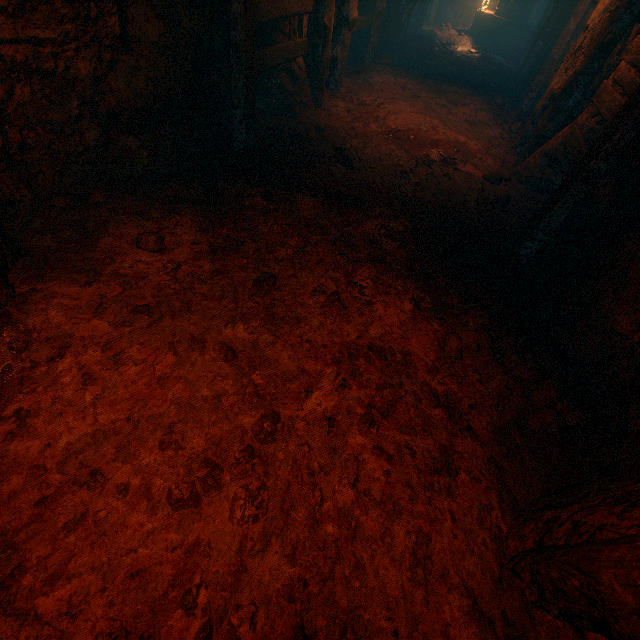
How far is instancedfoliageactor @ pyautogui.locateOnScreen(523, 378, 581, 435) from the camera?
2.62m

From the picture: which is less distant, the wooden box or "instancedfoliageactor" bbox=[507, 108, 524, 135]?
"instancedfoliageactor" bbox=[507, 108, 524, 135]

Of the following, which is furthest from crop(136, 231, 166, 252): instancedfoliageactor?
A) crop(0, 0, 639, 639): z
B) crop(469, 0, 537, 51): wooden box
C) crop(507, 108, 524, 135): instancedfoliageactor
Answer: crop(469, 0, 537, 51): wooden box

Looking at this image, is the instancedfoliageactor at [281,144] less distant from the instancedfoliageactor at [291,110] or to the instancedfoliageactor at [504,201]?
the instancedfoliageactor at [291,110]

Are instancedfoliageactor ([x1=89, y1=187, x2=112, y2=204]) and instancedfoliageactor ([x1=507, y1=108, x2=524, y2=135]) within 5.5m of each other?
no

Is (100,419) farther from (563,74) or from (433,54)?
(433,54)

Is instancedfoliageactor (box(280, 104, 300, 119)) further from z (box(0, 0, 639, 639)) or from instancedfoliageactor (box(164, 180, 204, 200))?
instancedfoliageactor (box(164, 180, 204, 200))

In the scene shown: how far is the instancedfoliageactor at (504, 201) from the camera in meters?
4.9 m
